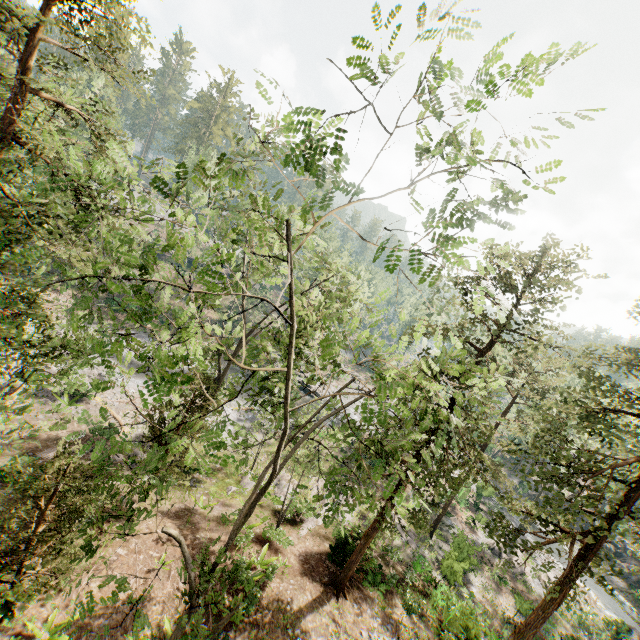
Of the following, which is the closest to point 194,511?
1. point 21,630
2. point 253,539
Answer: point 253,539

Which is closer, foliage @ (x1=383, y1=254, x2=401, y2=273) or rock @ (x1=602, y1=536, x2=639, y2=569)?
foliage @ (x1=383, y1=254, x2=401, y2=273)

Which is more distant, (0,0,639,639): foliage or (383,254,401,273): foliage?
(0,0,639,639): foliage

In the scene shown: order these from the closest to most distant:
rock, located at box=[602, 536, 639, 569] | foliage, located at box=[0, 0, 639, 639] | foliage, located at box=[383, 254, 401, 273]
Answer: foliage, located at box=[383, 254, 401, 273] < foliage, located at box=[0, 0, 639, 639] < rock, located at box=[602, 536, 639, 569]

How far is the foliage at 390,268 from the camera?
3.4 meters

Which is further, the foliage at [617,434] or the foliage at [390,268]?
the foliage at [617,434]

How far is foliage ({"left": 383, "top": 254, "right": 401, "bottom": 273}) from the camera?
3.4 meters
